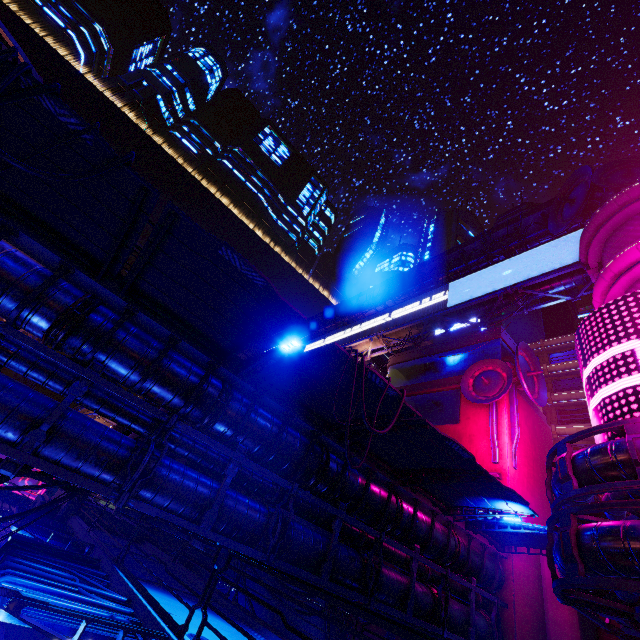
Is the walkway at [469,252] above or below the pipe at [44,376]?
above

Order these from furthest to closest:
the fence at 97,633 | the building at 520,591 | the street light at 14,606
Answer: the building at 520,591 < the fence at 97,633 < the street light at 14,606

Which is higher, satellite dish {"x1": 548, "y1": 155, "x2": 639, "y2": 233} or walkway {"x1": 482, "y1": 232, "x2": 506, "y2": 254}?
walkway {"x1": 482, "y1": 232, "x2": 506, "y2": 254}

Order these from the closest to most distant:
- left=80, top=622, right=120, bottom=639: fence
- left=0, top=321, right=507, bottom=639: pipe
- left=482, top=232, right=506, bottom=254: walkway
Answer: left=80, top=622, right=120, bottom=639: fence → left=0, top=321, right=507, bottom=639: pipe → left=482, top=232, right=506, bottom=254: walkway

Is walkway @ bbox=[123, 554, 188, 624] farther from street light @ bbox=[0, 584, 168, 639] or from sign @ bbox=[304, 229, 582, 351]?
sign @ bbox=[304, 229, 582, 351]

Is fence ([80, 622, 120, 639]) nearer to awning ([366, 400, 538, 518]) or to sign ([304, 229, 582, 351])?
awning ([366, 400, 538, 518])

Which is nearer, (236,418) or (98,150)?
(98,150)

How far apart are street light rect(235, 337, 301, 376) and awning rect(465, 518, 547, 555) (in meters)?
14.62
